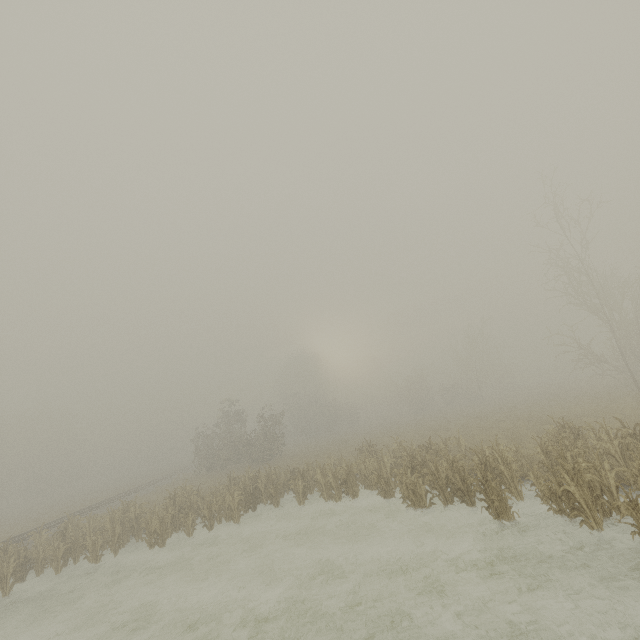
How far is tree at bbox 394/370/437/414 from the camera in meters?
50.0 m

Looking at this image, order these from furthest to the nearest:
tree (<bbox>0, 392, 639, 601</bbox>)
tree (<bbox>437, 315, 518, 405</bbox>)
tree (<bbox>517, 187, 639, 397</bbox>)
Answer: tree (<bbox>437, 315, 518, 405</bbox>), tree (<bbox>517, 187, 639, 397</bbox>), tree (<bbox>0, 392, 639, 601</bbox>)

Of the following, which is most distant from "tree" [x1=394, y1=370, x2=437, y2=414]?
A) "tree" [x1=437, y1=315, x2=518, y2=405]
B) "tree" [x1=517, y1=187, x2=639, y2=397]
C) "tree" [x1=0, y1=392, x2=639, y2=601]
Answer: "tree" [x1=0, y1=392, x2=639, y2=601]

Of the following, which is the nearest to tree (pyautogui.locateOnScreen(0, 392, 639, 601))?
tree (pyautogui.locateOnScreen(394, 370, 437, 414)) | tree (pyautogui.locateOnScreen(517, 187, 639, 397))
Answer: tree (pyautogui.locateOnScreen(517, 187, 639, 397))

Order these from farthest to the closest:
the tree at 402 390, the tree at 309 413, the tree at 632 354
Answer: the tree at 402 390 < the tree at 632 354 < the tree at 309 413

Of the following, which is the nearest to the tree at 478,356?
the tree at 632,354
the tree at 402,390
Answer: the tree at 402,390

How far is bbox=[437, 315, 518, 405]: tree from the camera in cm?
4291

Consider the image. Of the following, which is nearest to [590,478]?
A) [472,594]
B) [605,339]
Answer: [472,594]
